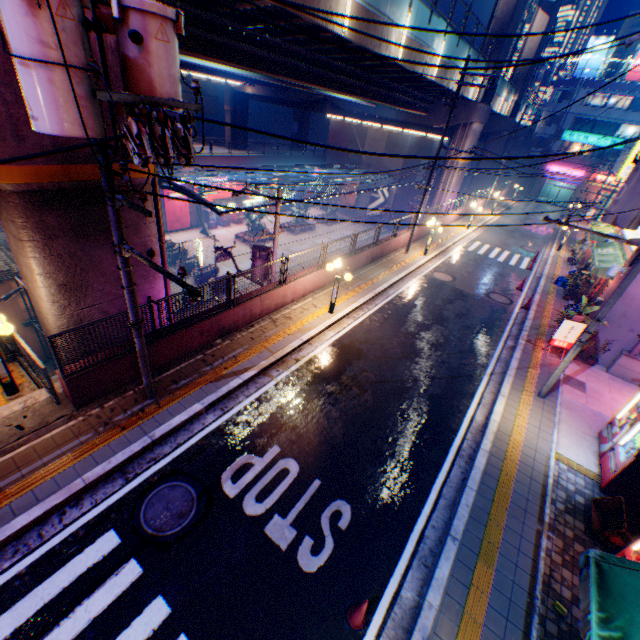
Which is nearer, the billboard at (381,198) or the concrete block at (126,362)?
the concrete block at (126,362)

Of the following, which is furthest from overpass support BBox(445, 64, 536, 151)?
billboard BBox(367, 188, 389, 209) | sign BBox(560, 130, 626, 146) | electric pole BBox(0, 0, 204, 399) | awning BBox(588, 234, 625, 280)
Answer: awning BBox(588, 234, 625, 280)

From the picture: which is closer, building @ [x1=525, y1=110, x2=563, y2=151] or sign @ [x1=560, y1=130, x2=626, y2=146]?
sign @ [x1=560, y1=130, x2=626, y2=146]

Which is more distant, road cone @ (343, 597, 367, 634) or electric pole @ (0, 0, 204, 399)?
road cone @ (343, 597, 367, 634)

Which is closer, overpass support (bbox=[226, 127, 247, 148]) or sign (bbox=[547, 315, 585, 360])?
sign (bbox=[547, 315, 585, 360])

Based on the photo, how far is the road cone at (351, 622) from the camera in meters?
5.2 m

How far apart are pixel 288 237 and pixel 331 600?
34.94m

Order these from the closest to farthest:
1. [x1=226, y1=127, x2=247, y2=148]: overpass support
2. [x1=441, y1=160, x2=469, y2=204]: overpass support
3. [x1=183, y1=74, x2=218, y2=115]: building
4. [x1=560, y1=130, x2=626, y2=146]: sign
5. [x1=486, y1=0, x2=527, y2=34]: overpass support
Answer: [x1=486, y1=0, x2=527, y2=34]: overpass support → [x1=441, y1=160, x2=469, y2=204]: overpass support → [x1=226, y1=127, x2=247, y2=148]: overpass support → [x1=560, y1=130, x2=626, y2=146]: sign → [x1=183, y1=74, x2=218, y2=115]: building
